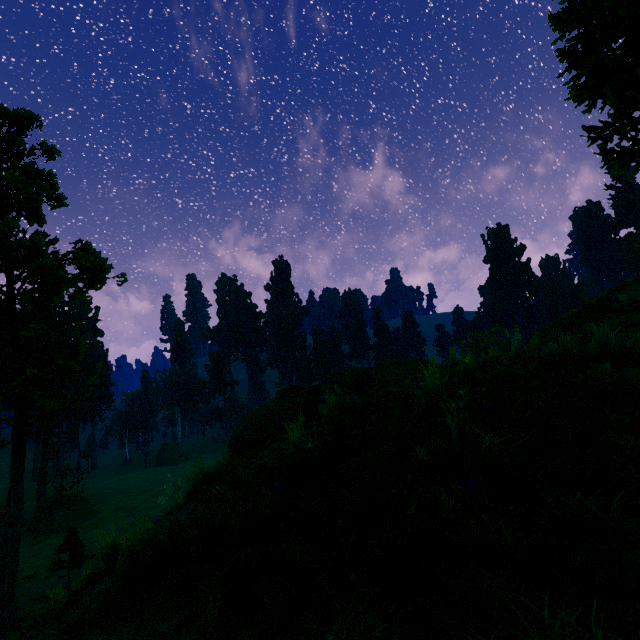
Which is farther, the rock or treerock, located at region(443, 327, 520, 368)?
the rock

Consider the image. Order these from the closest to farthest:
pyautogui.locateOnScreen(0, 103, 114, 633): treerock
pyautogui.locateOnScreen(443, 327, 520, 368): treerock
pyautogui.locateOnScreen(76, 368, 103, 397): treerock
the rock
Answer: pyautogui.locateOnScreen(443, 327, 520, 368): treerock
the rock
pyautogui.locateOnScreen(76, 368, 103, 397): treerock
pyautogui.locateOnScreen(0, 103, 114, 633): treerock

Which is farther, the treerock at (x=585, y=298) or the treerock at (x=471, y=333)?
the treerock at (x=585, y=298)

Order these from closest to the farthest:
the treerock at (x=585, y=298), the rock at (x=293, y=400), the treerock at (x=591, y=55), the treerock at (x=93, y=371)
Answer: the rock at (x=293, y=400)
the treerock at (x=585, y=298)
the treerock at (x=591, y=55)
the treerock at (x=93, y=371)

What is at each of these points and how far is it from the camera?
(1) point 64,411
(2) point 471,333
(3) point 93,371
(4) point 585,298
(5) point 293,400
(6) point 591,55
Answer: (1) treerock, 58.6m
(2) treerock, 47.5m
(3) treerock, 18.0m
(4) treerock, 10.6m
(5) rock, 9.1m
(6) treerock, 12.5m

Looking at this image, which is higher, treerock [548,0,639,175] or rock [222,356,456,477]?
treerock [548,0,639,175]

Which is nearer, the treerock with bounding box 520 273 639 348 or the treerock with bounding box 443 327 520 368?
the treerock with bounding box 443 327 520 368

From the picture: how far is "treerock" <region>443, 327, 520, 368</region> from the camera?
4.55m
